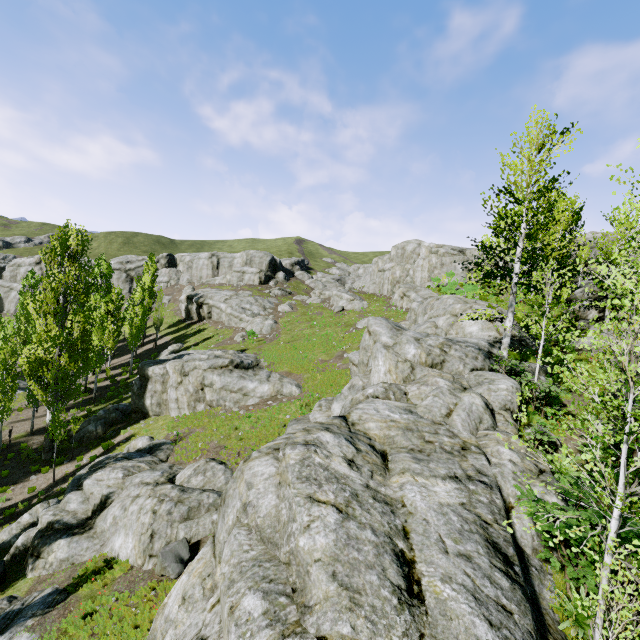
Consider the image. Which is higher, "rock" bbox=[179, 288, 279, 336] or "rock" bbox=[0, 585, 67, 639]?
"rock" bbox=[179, 288, 279, 336]

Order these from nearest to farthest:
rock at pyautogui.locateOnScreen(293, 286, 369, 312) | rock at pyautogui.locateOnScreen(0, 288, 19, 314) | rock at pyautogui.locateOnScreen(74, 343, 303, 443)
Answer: rock at pyautogui.locateOnScreen(74, 343, 303, 443), rock at pyautogui.locateOnScreen(293, 286, 369, 312), rock at pyautogui.locateOnScreen(0, 288, 19, 314)

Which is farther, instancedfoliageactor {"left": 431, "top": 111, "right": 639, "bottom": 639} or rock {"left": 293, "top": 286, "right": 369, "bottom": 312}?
rock {"left": 293, "top": 286, "right": 369, "bottom": 312}

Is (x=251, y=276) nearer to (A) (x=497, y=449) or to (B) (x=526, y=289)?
(B) (x=526, y=289)

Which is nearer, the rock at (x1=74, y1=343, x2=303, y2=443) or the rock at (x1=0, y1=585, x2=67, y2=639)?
the rock at (x1=0, y1=585, x2=67, y2=639)

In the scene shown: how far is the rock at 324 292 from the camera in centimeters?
4406cm
